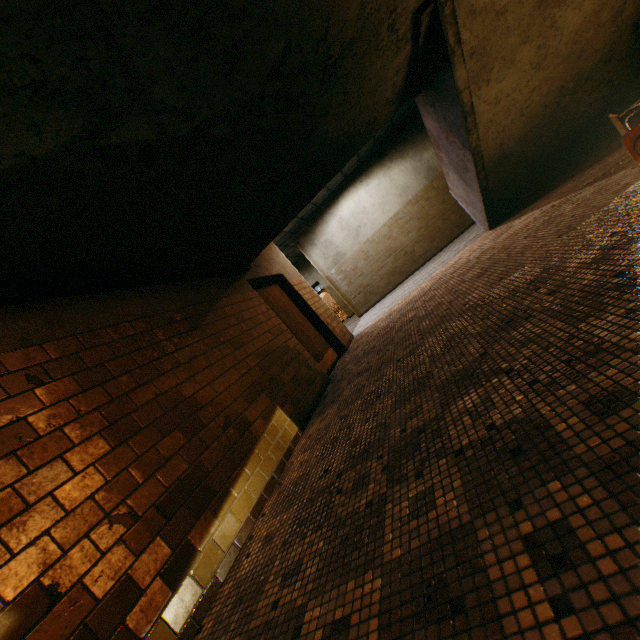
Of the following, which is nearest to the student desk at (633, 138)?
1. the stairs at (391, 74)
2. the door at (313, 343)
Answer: the stairs at (391, 74)

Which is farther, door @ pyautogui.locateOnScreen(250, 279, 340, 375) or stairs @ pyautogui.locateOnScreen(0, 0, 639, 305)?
door @ pyautogui.locateOnScreen(250, 279, 340, 375)

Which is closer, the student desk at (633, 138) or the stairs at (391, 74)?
the stairs at (391, 74)

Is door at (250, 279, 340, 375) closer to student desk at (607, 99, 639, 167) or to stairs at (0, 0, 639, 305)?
stairs at (0, 0, 639, 305)

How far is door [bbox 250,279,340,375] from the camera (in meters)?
5.89

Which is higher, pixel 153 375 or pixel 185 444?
pixel 153 375

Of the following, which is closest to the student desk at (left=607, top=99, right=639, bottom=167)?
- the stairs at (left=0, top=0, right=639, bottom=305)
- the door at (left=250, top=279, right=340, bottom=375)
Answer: the stairs at (left=0, top=0, right=639, bottom=305)
